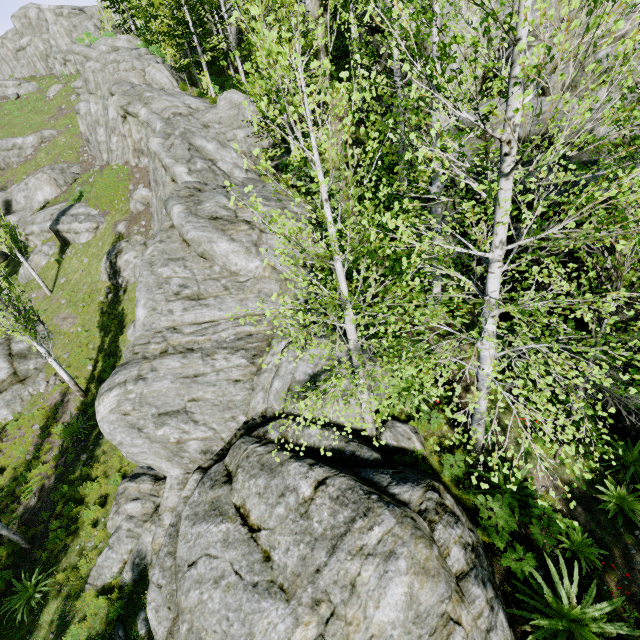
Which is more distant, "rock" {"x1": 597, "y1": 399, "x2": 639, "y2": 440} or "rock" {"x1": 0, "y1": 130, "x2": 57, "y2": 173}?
"rock" {"x1": 0, "y1": 130, "x2": 57, "y2": 173}

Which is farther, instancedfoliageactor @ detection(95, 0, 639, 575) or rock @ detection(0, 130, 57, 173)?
rock @ detection(0, 130, 57, 173)

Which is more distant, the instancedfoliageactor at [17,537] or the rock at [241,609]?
the instancedfoliageactor at [17,537]

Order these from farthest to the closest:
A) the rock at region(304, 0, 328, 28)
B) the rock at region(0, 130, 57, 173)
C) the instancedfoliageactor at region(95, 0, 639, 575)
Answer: the rock at region(0, 130, 57, 173), the rock at region(304, 0, 328, 28), the instancedfoliageactor at region(95, 0, 639, 575)

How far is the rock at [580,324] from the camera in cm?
888

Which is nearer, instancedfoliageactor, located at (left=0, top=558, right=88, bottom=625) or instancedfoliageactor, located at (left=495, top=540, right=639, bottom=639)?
instancedfoliageactor, located at (left=495, top=540, right=639, bottom=639)

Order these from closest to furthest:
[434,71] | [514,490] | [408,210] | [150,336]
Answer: [514,490], [434,71], [150,336], [408,210]
